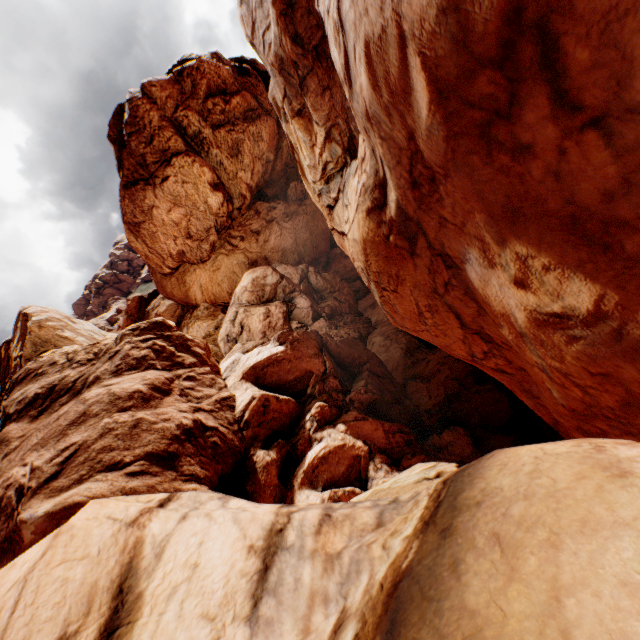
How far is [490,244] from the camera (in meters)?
6.31
